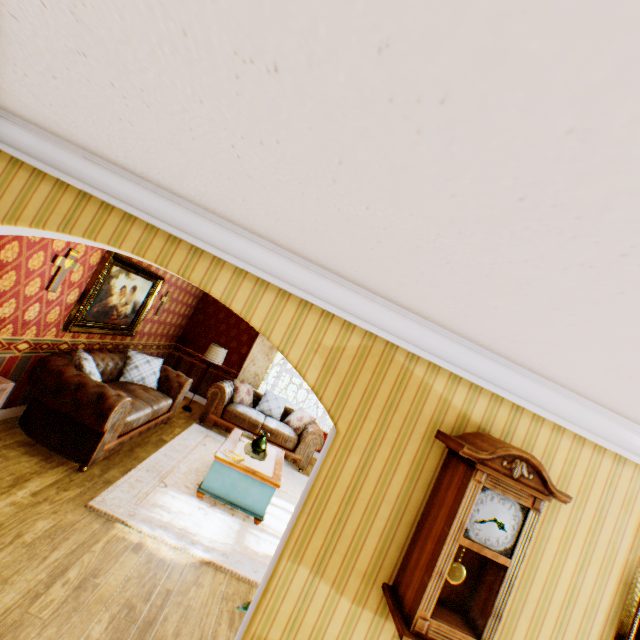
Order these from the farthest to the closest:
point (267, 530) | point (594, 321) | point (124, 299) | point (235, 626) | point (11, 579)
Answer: point (124, 299) < point (267, 530) < point (235, 626) < point (11, 579) < point (594, 321)

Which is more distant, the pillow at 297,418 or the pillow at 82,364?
the pillow at 297,418

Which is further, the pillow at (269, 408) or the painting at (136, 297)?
the pillow at (269, 408)

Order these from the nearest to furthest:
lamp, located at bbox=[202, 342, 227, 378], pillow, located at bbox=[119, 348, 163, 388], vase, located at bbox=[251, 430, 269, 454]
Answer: vase, located at bbox=[251, 430, 269, 454] → pillow, located at bbox=[119, 348, 163, 388] → lamp, located at bbox=[202, 342, 227, 378]

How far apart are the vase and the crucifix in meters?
3.7 m

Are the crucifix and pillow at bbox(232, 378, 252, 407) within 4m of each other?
no

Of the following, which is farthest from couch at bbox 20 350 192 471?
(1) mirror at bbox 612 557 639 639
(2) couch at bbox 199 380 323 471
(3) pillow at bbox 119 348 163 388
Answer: (1) mirror at bbox 612 557 639 639

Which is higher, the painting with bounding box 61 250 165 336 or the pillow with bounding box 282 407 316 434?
the painting with bounding box 61 250 165 336
